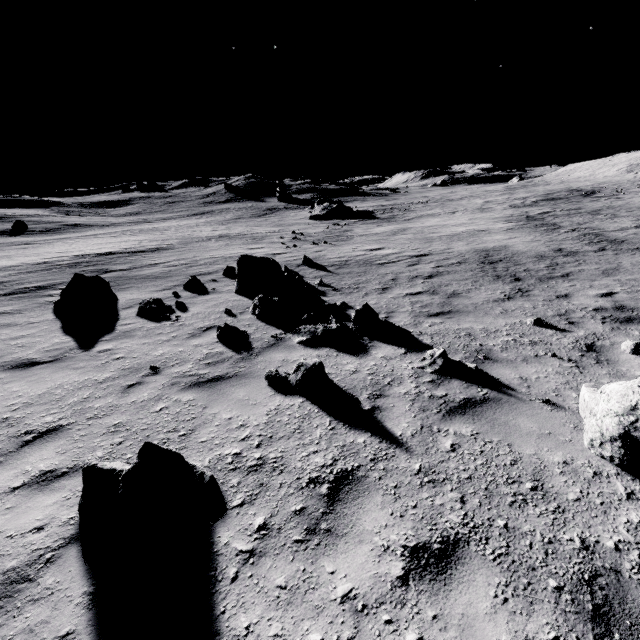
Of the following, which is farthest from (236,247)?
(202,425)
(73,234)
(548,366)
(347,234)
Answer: (73,234)

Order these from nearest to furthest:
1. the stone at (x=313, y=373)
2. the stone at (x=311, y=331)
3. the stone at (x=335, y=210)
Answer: the stone at (x=313, y=373) → the stone at (x=311, y=331) → the stone at (x=335, y=210)

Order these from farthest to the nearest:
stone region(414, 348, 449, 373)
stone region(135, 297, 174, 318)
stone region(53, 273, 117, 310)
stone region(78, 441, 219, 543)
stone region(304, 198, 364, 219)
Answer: Result: stone region(304, 198, 364, 219) < stone region(53, 273, 117, 310) < stone region(135, 297, 174, 318) < stone region(414, 348, 449, 373) < stone region(78, 441, 219, 543)

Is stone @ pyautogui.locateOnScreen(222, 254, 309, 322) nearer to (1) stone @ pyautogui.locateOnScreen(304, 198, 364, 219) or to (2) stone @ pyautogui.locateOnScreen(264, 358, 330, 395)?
(2) stone @ pyautogui.locateOnScreen(264, 358, 330, 395)

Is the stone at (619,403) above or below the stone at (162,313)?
above

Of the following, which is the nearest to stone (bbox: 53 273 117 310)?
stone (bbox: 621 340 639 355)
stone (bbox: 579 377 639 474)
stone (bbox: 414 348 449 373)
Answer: stone (bbox: 414 348 449 373)

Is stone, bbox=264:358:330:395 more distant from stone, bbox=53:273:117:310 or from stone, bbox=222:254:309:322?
stone, bbox=53:273:117:310

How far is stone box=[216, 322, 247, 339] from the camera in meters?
7.3 m
